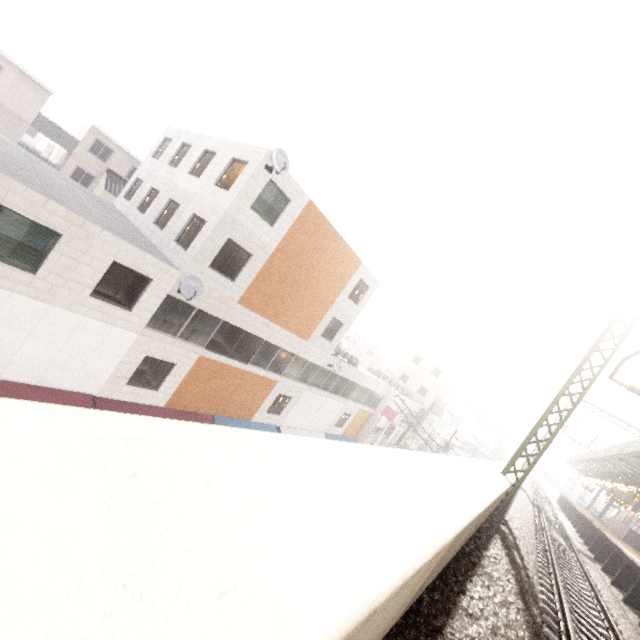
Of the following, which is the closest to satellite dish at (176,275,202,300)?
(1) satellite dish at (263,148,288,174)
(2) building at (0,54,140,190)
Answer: (1) satellite dish at (263,148,288,174)

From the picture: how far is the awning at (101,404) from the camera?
13.0m

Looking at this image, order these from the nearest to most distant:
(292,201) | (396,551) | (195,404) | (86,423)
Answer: (86,423) → (396,551) → (292,201) → (195,404)

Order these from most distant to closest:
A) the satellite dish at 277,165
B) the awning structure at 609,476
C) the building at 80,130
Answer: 1. the building at 80,130
2. the awning structure at 609,476
3. the satellite dish at 277,165

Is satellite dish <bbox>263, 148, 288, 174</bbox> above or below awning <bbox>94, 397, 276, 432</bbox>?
above

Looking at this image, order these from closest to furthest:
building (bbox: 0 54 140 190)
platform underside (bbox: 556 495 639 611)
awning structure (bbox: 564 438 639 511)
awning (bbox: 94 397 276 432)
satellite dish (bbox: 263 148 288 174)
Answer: platform underside (bbox: 556 495 639 611)
satellite dish (bbox: 263 148 288 174)
awning (bbox: 94 397 276 432)
awning structure (bbox: 564 438 639 511)
building (bbox: 0 54 140 190)

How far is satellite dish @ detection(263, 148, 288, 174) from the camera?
12.3m

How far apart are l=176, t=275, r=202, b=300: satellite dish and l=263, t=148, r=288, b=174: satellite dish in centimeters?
517cm
